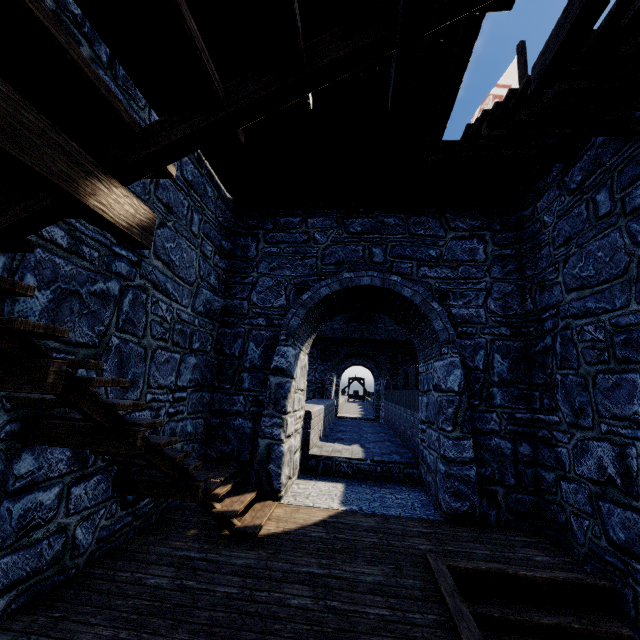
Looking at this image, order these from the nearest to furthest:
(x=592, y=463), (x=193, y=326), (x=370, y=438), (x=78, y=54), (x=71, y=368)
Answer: (x=78, y=54) → (x=71, y=368) → (x=592, y=463) → (x=193, y=326) → (x=370, y=438)

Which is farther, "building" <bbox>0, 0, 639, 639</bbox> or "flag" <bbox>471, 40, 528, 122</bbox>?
"flag" <bbox>471, 40, 528, 122</bbox>

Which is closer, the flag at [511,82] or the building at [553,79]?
the building at [553,79]

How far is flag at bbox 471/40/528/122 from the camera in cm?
871

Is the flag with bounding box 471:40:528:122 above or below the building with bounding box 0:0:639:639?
above

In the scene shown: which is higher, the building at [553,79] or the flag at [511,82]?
the flag at [511,82]
